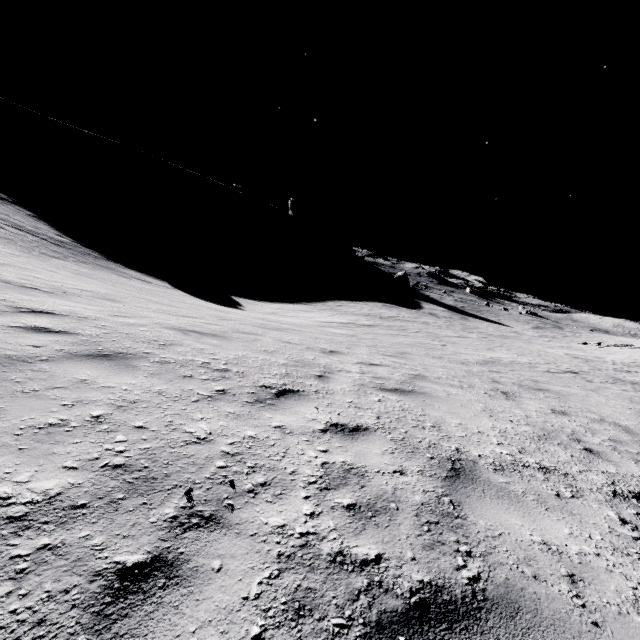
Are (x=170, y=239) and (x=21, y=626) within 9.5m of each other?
no
